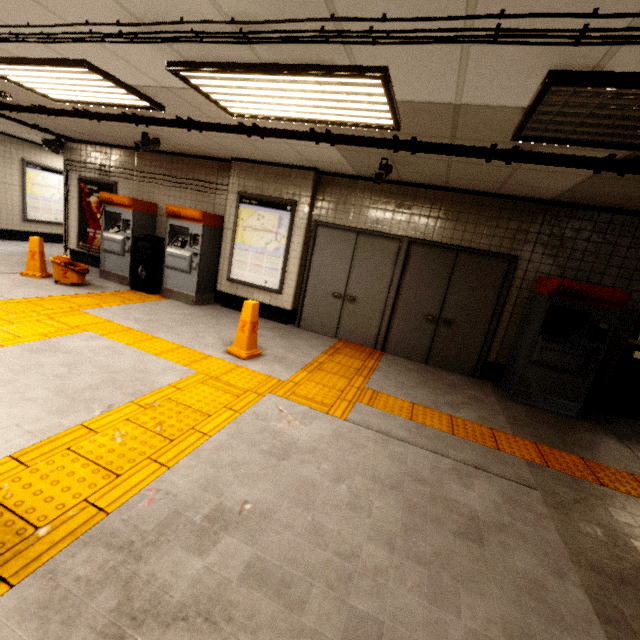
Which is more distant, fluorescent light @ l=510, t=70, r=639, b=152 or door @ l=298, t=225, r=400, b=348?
door @ l=298, t=225, r=400, b=348

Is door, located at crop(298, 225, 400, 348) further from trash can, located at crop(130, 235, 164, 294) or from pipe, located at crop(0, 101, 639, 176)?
trash can, located at crop(130, 235, 164, 294)

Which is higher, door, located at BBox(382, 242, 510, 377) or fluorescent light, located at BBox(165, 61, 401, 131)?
fluorescent light, located at BBox(165, 61, 401, 131)

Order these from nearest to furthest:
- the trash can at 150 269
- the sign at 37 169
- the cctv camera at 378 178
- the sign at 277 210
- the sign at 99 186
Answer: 1. the cctv camera at 378 178
2. the sign at 277 210
3. the trash can at 150 269
4. the sign at 99 186
5. the sign at 37 169

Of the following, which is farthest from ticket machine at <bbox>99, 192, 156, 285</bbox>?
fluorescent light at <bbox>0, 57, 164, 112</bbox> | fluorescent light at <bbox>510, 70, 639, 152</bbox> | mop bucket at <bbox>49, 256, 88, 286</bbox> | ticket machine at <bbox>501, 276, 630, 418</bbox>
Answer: ticket machine at <bbox>501, 276, 630, 418</bbox>

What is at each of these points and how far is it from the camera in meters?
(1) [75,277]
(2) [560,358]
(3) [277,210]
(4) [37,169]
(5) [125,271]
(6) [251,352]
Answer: (1) mop bucket, 6.2
(2) ticket machine, 4.5
(3) sign, 6.1
(4) sign, 9.9
(5) ticket machine, 7.1
(6) wet floor cone, 4.5

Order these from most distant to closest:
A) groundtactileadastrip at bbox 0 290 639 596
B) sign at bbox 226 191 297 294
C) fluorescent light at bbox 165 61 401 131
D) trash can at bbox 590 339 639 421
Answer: sign at bbox 226 191 297 294 < trash can at bbox 590 339 639 421 < fluorescent light at bbox 165 61 401 131 < groundtactileadastrip at bbox 0 290 639 596

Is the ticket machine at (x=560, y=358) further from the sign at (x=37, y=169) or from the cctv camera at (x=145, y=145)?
the sign at (x=37, y=169)
